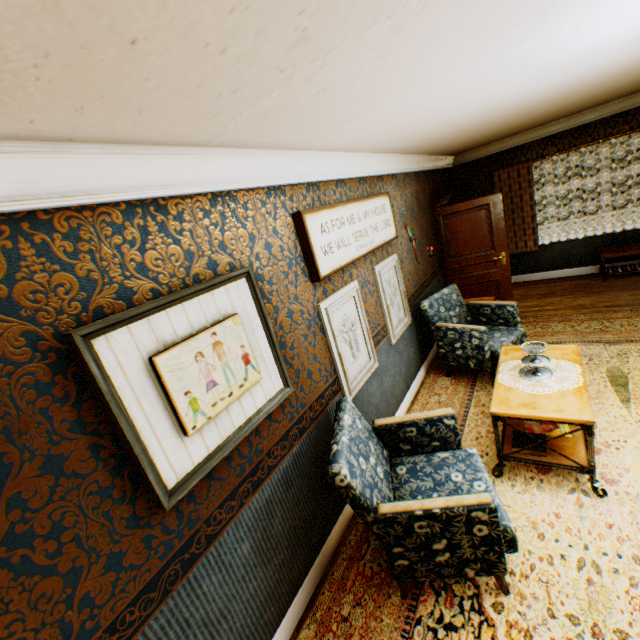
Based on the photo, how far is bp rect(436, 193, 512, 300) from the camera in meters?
5.9 m

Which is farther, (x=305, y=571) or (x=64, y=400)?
(x=305, y=571)

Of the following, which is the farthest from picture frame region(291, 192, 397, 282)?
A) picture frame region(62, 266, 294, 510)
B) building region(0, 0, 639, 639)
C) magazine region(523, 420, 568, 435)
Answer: magazine region(523, 420, 568, 435)

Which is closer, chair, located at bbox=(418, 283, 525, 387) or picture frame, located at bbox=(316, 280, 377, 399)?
picture frame, located at bbox=(316, 280, 377, 399)

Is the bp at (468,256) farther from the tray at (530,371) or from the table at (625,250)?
the tray at (530,371)

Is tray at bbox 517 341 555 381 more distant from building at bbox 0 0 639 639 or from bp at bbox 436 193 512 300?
bp at bbox 436 193 512 300

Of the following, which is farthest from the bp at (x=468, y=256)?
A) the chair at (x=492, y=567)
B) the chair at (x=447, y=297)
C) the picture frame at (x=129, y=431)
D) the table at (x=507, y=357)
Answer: the picture frame at (x=129, y=431)

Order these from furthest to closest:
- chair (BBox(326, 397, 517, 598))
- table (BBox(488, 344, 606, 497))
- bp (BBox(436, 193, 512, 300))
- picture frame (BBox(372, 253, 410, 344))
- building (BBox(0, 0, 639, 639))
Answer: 1. bp (BBox(436, 193, 512, 300))
2. picture frame (BBox(372, 253, 410, 344))
3. table (BBox(488, 344, 606, 497))
4. chair (BBox(326, 397, 517, 598))
5. building (BBox(0, 0, 639, 639))
